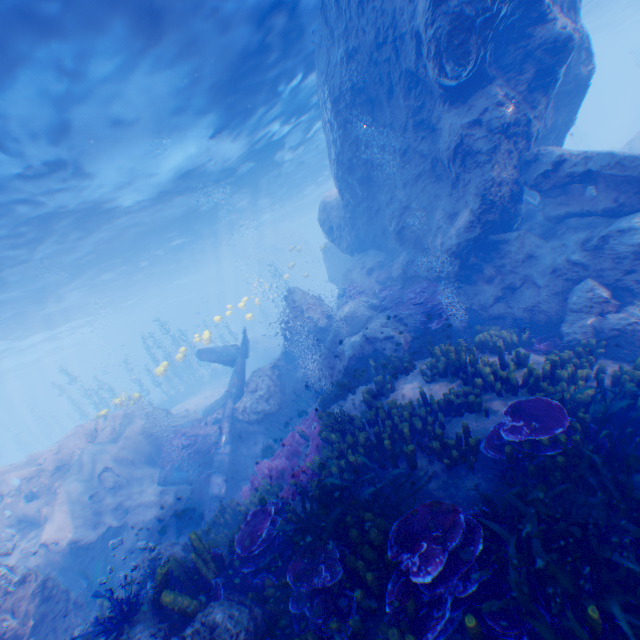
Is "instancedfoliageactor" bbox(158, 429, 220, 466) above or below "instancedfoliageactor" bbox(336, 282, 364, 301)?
below

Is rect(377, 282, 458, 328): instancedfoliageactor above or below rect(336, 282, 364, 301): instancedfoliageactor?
below

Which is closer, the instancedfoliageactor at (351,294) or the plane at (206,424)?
the plane at (206,424)

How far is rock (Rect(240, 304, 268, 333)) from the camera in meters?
40.4 m

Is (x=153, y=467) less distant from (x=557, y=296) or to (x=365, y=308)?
(x=365, y=308)

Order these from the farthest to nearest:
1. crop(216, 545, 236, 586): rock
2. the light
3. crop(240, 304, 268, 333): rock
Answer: crop(240, 304, 268, 333): rock < the light < crop(216, 545, 236, 586): rock

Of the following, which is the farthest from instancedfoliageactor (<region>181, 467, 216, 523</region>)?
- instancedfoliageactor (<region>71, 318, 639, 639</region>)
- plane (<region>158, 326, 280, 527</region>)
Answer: instancedfoliageactor (<region>71, 318, 639, 639</region>)

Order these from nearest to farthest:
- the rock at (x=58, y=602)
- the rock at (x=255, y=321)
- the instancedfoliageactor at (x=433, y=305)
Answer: the rock at (x=58, y=602) < the instancedfoliageactor at (x=433, y=305) < the rock at (x=255, y=321)
